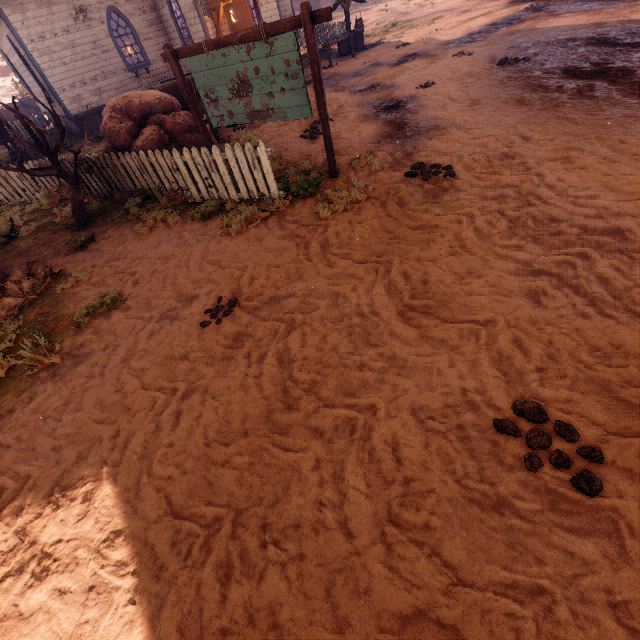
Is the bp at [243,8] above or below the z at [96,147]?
above

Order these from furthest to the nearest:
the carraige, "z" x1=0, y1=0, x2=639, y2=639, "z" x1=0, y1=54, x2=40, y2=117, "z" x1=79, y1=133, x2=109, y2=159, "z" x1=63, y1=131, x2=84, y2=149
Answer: "z" x1=0, y1=54, x2=40, y2=117 < "z" x1=63, y1=131, x2=84, y2=149 < "z" x1=79, y1=133, x2=109, y2=159 < the carraige < "z" x1=0, y1=0, x2=639, y2=639

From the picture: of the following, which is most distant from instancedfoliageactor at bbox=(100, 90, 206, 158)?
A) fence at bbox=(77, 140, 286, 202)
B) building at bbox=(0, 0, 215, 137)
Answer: building at bbox=(0, 0, 215, 137)

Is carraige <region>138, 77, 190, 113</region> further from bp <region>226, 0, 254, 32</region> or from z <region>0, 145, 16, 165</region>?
bp <region>226, 0, 254, 32</region>

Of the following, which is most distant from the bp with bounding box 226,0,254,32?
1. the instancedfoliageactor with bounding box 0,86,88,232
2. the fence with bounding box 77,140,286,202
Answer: the fence with bounding box 77,140,286,202

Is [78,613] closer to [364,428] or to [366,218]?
[364,428]

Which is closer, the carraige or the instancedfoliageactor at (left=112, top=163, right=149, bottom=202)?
the instancedfoliageactor at (left=112, top=163, right=149, bottom=202)

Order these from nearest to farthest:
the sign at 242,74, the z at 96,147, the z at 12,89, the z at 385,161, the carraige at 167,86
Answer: the z at 385,161
the sign at 242,74
the carraige at 167,86
the z at 96,147
the z at 12,89
